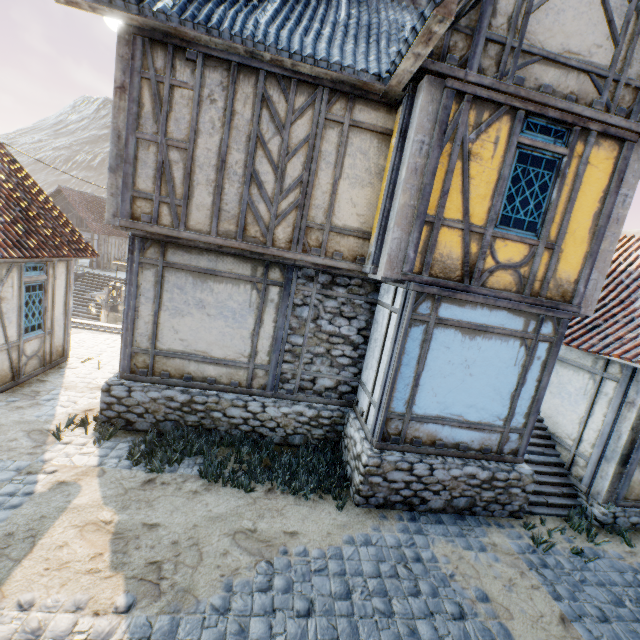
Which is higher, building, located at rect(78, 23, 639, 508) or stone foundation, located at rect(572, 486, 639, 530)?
building, located at rect(78, 23, 639, 508)

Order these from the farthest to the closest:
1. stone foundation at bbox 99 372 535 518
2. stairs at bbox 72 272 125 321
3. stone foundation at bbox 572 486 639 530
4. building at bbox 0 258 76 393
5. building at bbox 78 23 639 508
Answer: stairs at bbox 72 272 125 321 < building at bbox 0 258 76 393 < stone foundation at bbox 572 486 639 530 < stone foundation at bbox 99 372 535 518 < building at bbox 78 23 639 508

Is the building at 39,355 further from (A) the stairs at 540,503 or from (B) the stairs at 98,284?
(B) the stairs at 98,284

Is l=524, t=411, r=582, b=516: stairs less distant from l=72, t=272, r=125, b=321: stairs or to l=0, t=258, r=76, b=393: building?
l=0, t=258, r=76, b=393: building

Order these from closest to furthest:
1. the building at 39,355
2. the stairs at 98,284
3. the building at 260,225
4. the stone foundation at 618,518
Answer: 1. the building at 260,225
2. the stone foundation at 618,518
3. the building at 39,355
4. the stairs at 98,284

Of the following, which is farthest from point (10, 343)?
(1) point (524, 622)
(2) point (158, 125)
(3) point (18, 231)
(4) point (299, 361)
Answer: (1) point (524, 622)

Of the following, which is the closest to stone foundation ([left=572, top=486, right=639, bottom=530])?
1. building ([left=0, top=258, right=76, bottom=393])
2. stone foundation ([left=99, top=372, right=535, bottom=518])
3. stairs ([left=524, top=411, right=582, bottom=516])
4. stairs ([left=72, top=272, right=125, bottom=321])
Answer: stairs ([left=524, top=411, right=582, bottom=516])

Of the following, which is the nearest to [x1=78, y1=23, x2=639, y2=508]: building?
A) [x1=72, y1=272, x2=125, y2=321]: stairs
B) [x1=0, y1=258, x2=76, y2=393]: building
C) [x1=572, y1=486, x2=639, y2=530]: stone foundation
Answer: [x1=572, y1=486, x2=639, y2=530]: stone foundation
